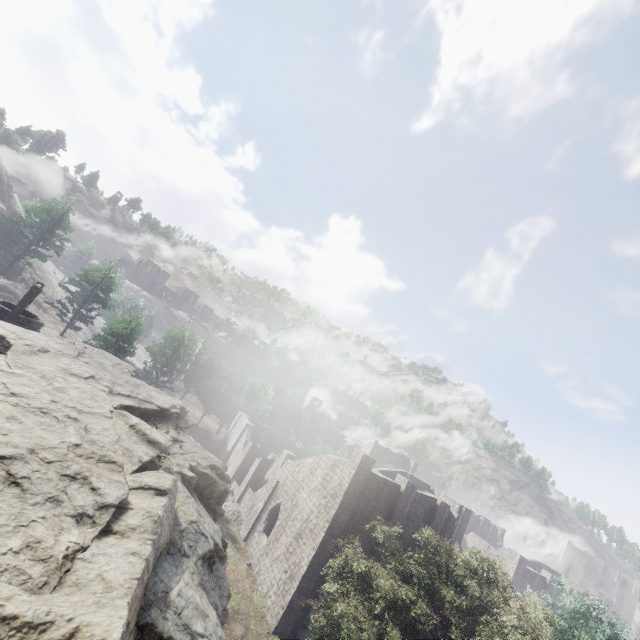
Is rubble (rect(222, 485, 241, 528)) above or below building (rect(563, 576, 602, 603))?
below

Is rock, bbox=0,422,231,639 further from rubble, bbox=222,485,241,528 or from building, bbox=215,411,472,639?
rubble, bbox=222,485,241,528

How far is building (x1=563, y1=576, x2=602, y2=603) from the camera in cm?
4031

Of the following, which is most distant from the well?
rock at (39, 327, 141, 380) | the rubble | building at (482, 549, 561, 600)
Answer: the rubble

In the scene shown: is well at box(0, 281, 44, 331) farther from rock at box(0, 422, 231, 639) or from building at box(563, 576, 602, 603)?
building at box(563, 576, 602, 603)

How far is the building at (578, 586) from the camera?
40.3 meters

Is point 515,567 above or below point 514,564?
below

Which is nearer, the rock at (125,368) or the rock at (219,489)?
the rock at (219,489)
